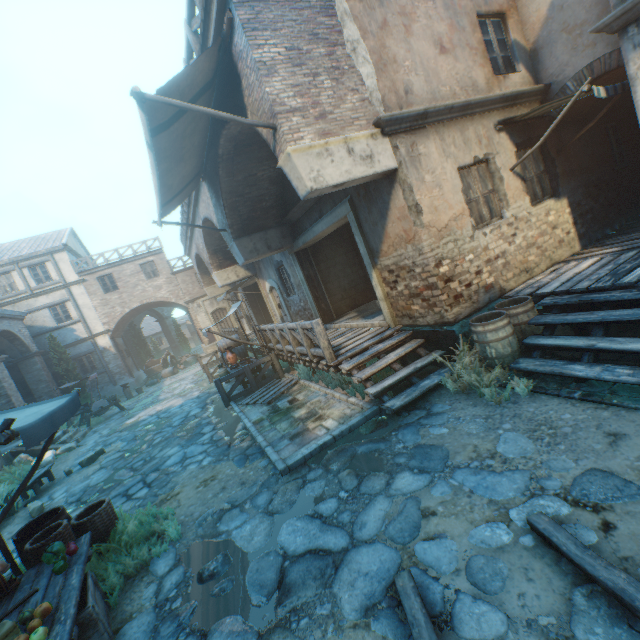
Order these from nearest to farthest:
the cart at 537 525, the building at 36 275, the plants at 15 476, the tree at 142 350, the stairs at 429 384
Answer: the cart at 537 525 < the stairs at 429 384 < the plants at 15 476 < the building at 36 275 < the tree at 142 350

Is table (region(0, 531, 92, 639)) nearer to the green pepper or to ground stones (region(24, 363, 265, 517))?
the green pepper

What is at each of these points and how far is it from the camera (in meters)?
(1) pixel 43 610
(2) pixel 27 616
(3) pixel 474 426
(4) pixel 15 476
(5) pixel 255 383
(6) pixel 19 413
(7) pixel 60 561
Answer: (1) peach, 3.09
(2) artichoke, 3.11
(3) ground stones, 4.59
(4) plants, 11.02
(5) fence, 10.73
(6) awning, 4.05
(7) green pepper, 3.77

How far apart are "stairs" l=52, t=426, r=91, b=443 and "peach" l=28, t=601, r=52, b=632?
13.5m

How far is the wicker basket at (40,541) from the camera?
4.2 meters

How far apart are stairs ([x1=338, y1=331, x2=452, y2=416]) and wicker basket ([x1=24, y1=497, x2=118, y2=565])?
4.5 meters

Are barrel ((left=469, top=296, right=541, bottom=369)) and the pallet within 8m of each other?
yes

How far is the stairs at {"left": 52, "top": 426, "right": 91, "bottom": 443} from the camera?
13.8m
